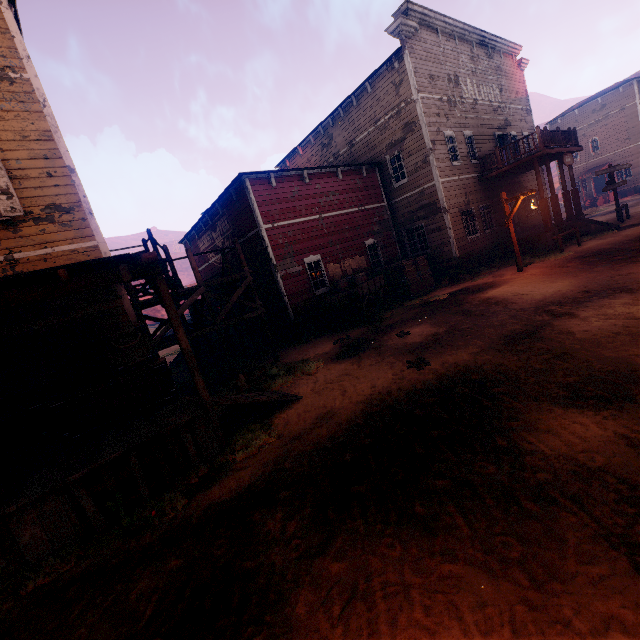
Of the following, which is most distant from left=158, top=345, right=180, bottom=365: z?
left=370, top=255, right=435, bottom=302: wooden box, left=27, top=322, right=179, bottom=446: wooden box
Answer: left=27, top=322, right=179, bottom=446: wooden box

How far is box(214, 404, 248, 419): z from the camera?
7.4m

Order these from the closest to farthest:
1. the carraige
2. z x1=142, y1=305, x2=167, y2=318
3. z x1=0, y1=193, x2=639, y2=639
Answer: z x1=0, y1=193, x2=639, y2=639 → the carraige → z x1=142, y1=305, x2=167, y2=318

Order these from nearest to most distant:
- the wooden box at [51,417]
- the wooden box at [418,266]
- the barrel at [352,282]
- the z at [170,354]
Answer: the wooden box at [51,417]
the barrel at [352,282]
the wooden box at [418,266]
the z at [170,354]

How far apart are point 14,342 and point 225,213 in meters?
9.9 m

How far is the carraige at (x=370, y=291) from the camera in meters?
12.1 m

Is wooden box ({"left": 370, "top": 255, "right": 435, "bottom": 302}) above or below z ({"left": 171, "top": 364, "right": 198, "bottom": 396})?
above
